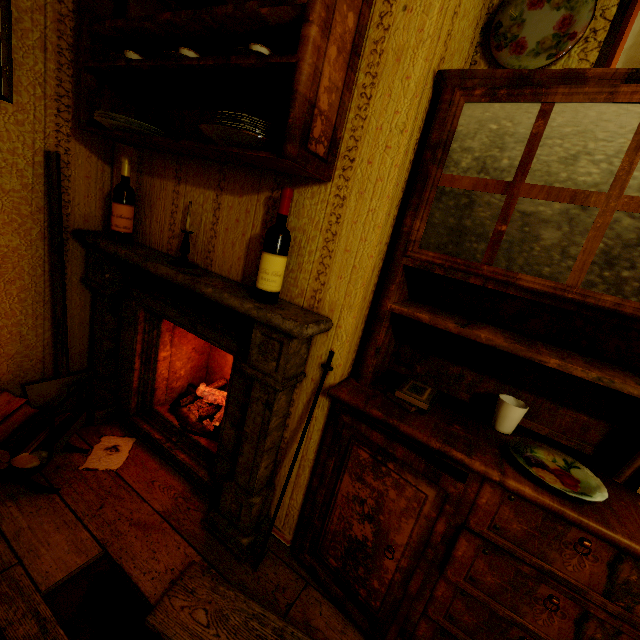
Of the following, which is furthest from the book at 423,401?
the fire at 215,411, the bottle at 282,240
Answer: the fire at 215,411

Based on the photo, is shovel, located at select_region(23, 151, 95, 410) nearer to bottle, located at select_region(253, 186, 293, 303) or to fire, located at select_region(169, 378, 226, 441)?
fire, located at select_region(169, 378, 226, 441)

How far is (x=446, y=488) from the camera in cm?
109

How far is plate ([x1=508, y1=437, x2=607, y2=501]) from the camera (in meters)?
1.04

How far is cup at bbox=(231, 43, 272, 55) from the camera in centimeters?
108cm

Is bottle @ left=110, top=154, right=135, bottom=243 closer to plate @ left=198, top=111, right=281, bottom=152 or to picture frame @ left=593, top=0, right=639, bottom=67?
plate @ left=198, top=111, right=281, bottom=152

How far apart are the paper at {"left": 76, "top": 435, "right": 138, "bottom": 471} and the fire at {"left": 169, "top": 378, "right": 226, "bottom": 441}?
0.3 meters

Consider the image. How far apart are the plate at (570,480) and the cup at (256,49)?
1.67m
